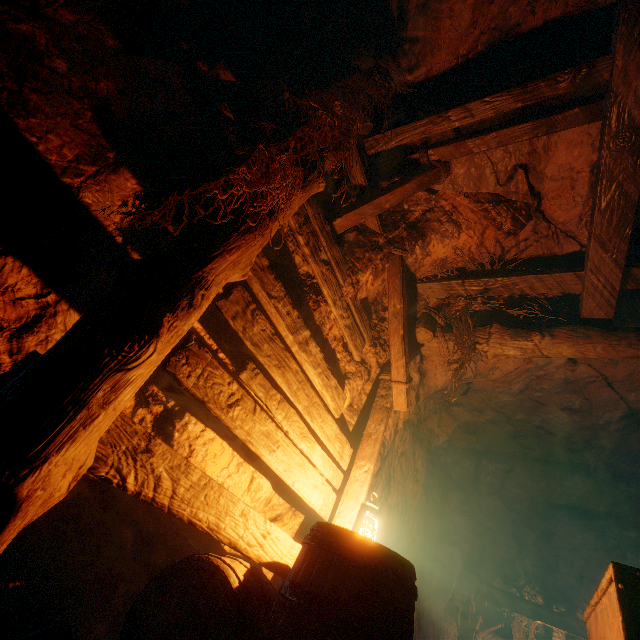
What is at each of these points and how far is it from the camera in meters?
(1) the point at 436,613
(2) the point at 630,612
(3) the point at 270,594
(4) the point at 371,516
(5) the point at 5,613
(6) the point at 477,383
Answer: (1) burlap sack, 7.8 m
(2) tracks, 1.6 m
(3) barrel, 2.0 m
(4) lantern, 2.5 m
(5) instancedfoliageactor, 1.5 m
(6) z, 5.5 m

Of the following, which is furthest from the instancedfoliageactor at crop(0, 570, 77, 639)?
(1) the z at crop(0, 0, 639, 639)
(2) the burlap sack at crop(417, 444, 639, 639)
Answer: (2) the burlap sack at crop(417, 444, 639, 639)

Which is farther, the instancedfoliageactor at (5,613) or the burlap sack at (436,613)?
the burlap sack at (436,613)

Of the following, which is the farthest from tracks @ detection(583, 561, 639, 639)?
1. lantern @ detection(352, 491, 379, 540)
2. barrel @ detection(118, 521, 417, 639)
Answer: lantern @ detection(352, 491, 379, 540)

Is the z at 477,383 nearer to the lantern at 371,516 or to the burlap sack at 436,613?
the burlap sack at 436,613

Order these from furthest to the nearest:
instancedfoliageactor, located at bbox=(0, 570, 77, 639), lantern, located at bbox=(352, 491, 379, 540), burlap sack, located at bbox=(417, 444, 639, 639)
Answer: burlap sack, located at bbox=(417, 444, 639, 639) → lantern, located at bbox=(352, 491, 379, 540) → instancedfoliageactor, located at bbox=(0, 570, 77, 639)

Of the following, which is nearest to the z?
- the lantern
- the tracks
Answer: the tracks

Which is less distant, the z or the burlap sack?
the z
